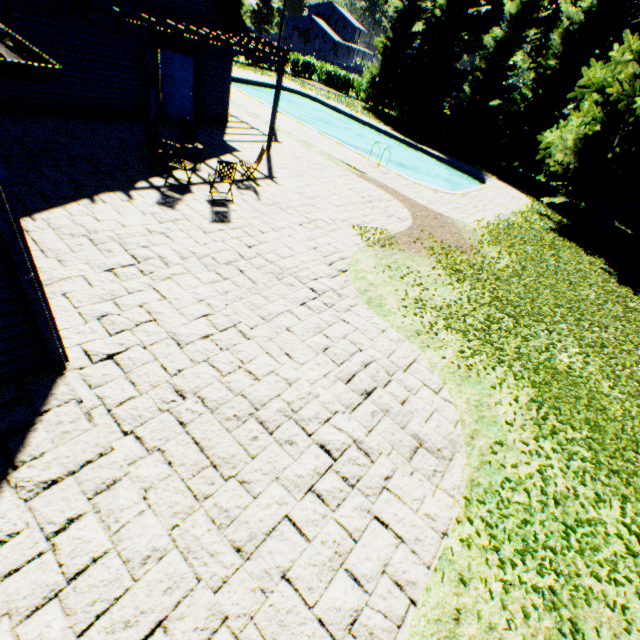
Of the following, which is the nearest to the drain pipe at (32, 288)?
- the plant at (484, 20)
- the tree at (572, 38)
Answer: the plant at (484, 20)

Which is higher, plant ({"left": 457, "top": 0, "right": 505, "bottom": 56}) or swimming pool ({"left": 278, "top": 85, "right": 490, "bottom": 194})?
plant ({"left": 457, "top": 0, "right": 505, "bottom": 56})

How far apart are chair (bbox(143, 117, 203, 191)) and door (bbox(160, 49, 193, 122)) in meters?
4.6

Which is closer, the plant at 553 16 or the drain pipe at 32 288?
the drain pipe at 32 288

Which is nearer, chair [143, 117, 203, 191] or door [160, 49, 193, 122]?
chair [143, 117, 203, 191]

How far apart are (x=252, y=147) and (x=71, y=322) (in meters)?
11.07

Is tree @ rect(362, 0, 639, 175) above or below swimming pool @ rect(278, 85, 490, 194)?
above

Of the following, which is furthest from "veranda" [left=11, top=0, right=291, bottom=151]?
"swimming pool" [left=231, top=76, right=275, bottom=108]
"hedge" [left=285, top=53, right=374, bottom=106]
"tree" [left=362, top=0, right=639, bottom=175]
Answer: "tree" [left=362, top=0, right=639, bottom=175]
